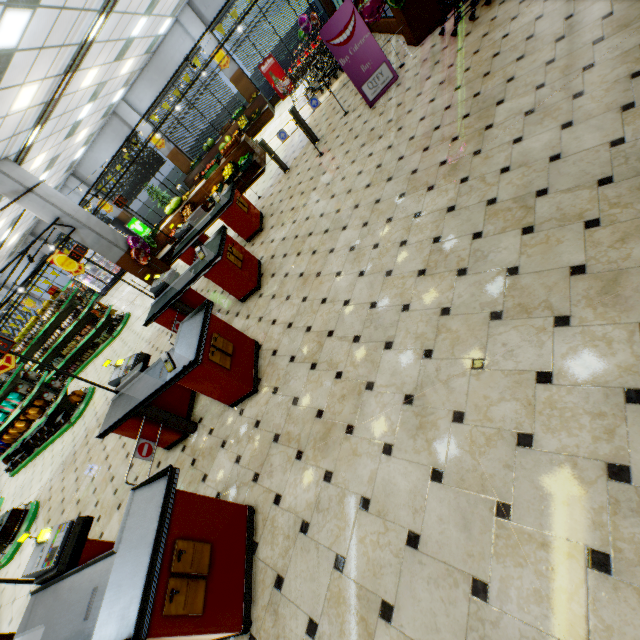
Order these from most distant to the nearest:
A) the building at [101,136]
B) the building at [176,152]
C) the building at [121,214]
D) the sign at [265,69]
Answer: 1. the building at [121,214]
2. the building at [176,152]
3. the sign at [265,69]
4. the building at [101,136]

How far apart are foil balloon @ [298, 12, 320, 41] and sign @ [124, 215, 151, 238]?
12.76m

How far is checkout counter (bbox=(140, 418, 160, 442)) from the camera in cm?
436

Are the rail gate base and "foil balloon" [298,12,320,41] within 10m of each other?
no

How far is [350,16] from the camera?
6.3m

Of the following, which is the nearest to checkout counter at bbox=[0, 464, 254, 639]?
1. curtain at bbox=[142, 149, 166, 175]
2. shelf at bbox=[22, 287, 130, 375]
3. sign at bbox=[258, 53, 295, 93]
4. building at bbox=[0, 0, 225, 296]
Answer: building at bbox=[0, 0, 225, 296]

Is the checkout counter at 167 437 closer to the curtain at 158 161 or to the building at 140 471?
the building at 140 471

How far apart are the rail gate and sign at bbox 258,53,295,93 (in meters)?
9.42
